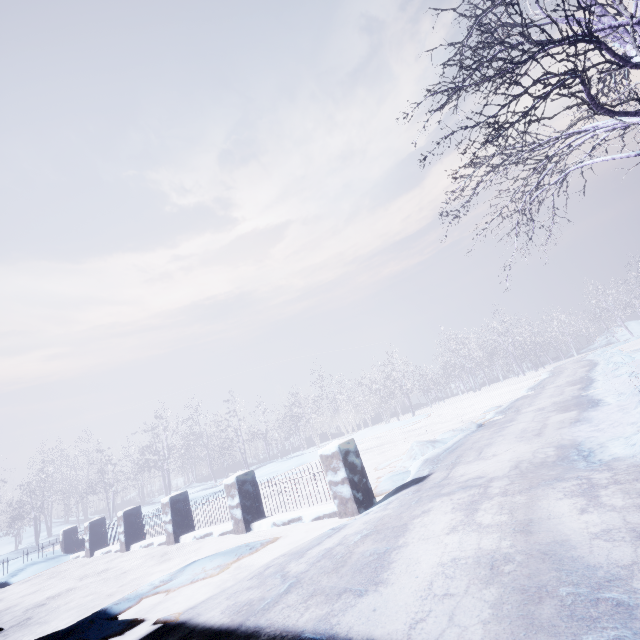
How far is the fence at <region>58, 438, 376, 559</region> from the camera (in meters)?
4.42

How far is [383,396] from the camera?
29.3m

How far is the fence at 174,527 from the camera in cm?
442

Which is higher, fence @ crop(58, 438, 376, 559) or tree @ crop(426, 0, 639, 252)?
tree @ crop(426, 0, 639, 252)

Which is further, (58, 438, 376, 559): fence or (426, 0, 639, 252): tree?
(58, 438, 376, 559): fence

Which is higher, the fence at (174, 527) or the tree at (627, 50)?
the tree at (627, 50)
